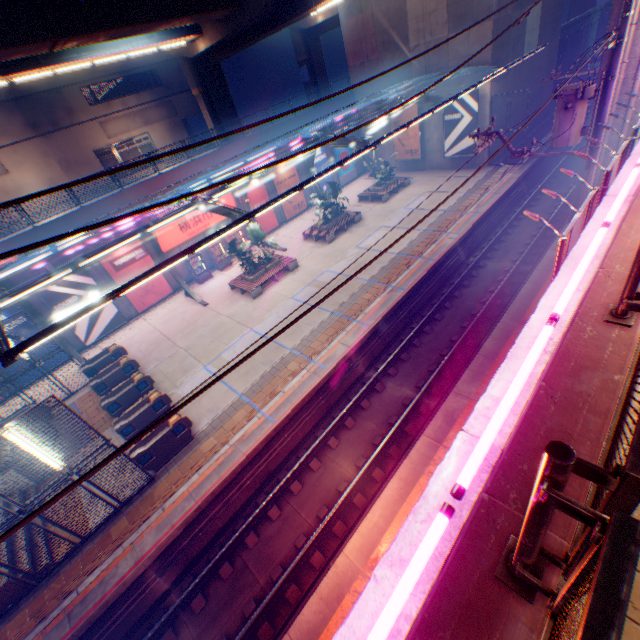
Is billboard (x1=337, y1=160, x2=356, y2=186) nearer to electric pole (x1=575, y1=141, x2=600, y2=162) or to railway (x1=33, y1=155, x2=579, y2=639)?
railway (x1=33, y1=155, x2=579, y2=639)

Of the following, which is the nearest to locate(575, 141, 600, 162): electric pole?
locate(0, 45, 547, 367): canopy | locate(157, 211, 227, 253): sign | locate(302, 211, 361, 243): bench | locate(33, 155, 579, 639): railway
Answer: locate(33, 155, 579, 639): railway

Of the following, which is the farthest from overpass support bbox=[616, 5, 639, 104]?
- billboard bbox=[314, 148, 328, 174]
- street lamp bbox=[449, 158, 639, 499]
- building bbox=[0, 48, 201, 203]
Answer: building bbox=[0, 48, 201, 203]

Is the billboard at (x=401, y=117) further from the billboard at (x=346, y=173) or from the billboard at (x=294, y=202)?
the billboard at (x=294, y=202)

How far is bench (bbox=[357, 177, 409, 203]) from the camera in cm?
2583

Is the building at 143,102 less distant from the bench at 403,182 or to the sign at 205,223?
the sign at 205,223

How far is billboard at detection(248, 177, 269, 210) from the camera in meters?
24.9

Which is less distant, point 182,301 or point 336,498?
point 336,498
